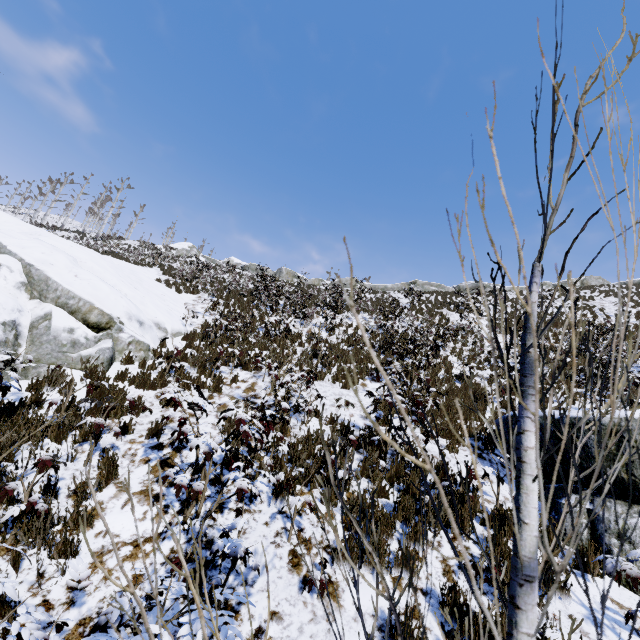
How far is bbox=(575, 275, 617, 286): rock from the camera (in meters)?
36.28

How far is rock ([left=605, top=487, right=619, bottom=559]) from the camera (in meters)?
4.14

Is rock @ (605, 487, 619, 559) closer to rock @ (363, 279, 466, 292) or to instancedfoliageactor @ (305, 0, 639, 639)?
instancedfoliageactor @ (305, 0, 639, 639)

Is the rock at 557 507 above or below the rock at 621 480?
below

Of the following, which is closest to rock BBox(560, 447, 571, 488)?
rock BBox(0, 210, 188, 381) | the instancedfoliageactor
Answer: the instancedfoliageactor

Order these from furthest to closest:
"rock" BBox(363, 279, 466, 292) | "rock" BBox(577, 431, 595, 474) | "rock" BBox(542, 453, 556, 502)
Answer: "rock" BBox(363, 279, 466, 292) < "rock" BBox(542, 453, 556, 502) < "rock" BBox(577, 431, 595, 474)

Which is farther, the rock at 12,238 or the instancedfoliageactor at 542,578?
the rock at 12,238

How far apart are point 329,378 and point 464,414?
3.9 meters
